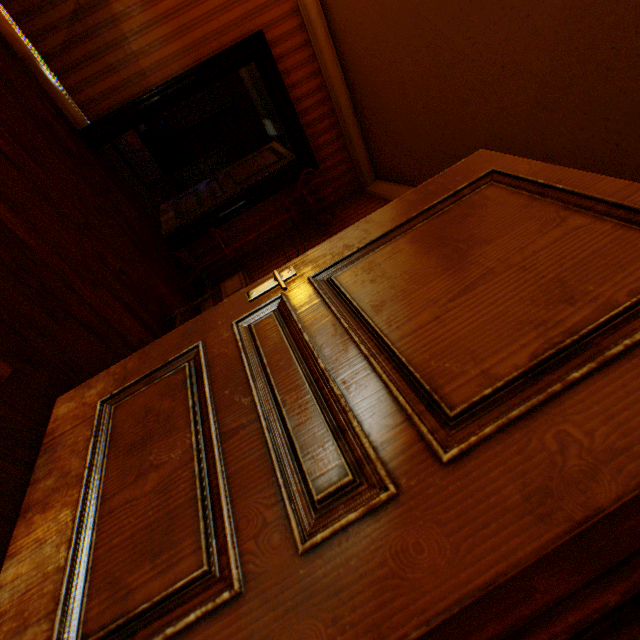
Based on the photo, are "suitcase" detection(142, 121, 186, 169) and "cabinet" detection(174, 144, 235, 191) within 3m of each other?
yes

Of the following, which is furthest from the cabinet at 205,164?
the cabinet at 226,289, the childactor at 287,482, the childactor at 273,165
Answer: the childactor at 287,482

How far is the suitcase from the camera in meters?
8.1

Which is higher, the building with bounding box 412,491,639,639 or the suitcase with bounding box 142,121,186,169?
the building with bounding box 412,491,639,639

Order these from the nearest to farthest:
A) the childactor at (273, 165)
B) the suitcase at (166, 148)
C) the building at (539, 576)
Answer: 1. the building at (539, 576)
2. the childactor at (273, 165)
3. the suitcase at (166, 148)

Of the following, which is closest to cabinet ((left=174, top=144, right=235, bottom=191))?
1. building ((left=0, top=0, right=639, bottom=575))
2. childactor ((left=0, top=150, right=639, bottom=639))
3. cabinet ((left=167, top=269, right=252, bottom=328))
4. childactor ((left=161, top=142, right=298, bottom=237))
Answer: building ((left=0, top=0, right=639, bottom=575))

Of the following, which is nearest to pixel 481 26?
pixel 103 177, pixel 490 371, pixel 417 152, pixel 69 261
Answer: pixel 417 152

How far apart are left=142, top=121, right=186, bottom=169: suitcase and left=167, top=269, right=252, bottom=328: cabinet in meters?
7.4 m
